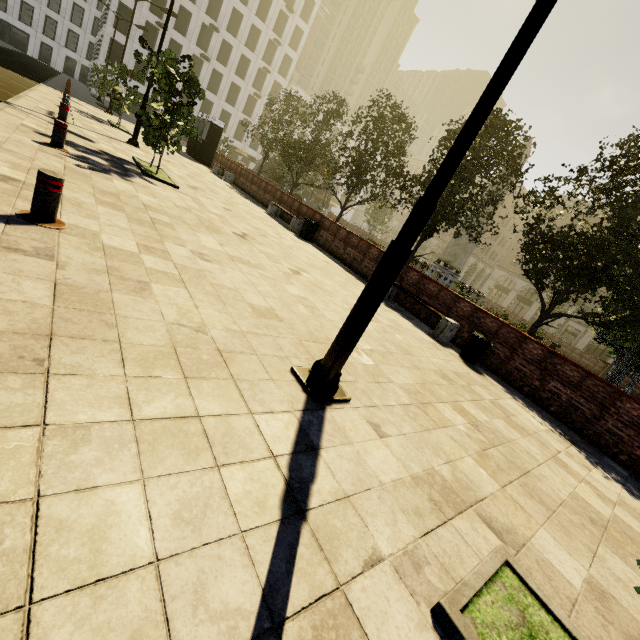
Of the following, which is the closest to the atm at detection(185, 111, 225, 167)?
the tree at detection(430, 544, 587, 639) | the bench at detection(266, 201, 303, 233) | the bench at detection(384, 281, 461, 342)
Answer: the bench at detection(266, 201, 303, 233)

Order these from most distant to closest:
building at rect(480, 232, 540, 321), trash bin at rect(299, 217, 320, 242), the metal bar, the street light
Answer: building at rect(480, 232, 540, 321) → trash bin at rect(299, 217, 320, 242) → the metal bar → the street light

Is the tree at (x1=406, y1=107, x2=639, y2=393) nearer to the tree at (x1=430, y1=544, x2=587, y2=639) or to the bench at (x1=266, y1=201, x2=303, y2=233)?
the bench at (x1=266, y1=201, x2=303, y2=233)

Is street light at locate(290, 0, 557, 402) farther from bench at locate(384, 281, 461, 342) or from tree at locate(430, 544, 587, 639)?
bench at locate(384, 281, 461, 342)

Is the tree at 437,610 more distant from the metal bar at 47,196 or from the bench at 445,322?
the bench at 445,322

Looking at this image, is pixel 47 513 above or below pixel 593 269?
below

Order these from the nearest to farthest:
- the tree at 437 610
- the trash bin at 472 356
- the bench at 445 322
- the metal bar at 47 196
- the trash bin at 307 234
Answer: the tree at 437 610 → the metal bar at 47 196 → the trash bin at 472 356 → the bench at 445 322 → the trash bin at 307 234

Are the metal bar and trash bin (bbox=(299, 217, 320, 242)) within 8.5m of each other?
no
